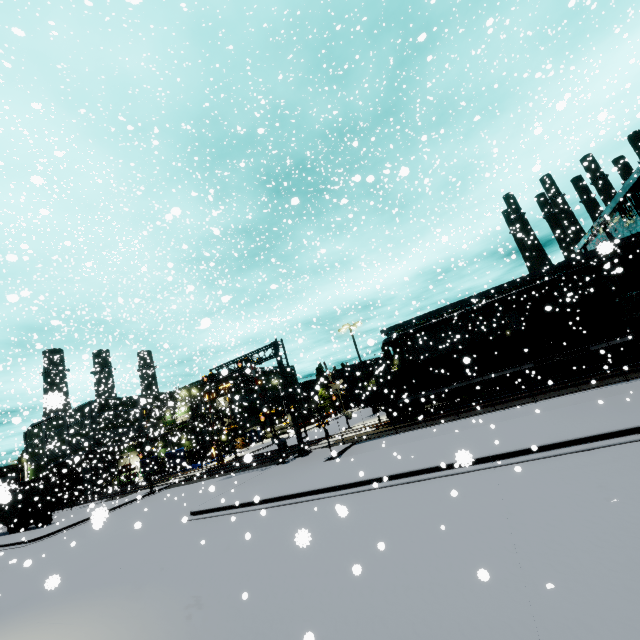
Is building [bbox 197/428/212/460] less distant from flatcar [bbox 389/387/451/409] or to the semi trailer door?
flatcar [bbox 389/387/451/409]

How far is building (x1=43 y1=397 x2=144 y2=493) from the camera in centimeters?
4079cm

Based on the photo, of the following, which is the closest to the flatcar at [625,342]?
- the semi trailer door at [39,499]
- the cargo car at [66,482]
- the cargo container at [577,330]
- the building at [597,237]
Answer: the cargo container at [577,330]

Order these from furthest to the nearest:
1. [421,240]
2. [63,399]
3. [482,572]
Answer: [421,240] < [482,572] < [63,399]

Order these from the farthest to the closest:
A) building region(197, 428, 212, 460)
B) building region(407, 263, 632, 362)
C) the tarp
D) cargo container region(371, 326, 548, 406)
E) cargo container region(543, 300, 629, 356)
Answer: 1. building region(197, 428, 212, 460)
2. the tarp
3. building region(407, 263, 632, 362)
4. cargo container region(371, 326, 548, 406)
5. cargo container region(543, 300, 629, 356)

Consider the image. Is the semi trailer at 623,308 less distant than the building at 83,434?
Yes

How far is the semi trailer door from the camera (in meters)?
30.98
